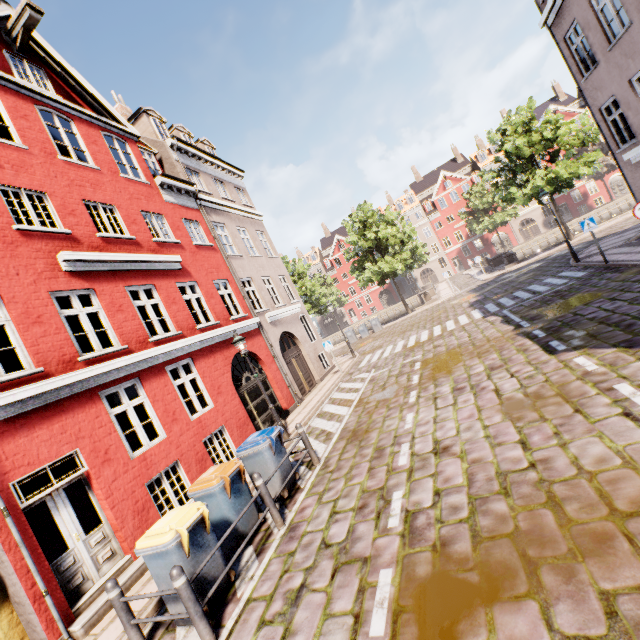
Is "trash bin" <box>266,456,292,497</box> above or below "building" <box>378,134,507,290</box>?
below

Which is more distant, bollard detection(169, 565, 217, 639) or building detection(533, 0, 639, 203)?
building detection(533, 0, 639, 203)

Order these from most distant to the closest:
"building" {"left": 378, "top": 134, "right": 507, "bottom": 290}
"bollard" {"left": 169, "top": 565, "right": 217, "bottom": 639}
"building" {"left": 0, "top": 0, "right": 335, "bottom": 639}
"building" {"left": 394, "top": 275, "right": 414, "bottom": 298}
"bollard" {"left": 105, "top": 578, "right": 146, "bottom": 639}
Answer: "building" {"left": 394, "top": 275, "right": 414, "bottom": 298} < "building" {"left": 378, "top": 134, "right": 507, "bottom": 290} < "building" {"left": 0, "top": 0, "right": 335, "bottom": 639} < "bollard" {"left": 105, "top": 578, "right": 146, "bottom": 639} < "bollard" {"left": 169, "top": 565, "right": 217, "bottom": 639}

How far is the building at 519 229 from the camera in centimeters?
4819cm

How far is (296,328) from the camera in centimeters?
1781cm

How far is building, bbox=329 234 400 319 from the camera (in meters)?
57.57

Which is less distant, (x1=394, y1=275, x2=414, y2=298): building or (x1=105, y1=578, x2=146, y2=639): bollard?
(x1=105, y1=578, x2=146, y2=639): bollard

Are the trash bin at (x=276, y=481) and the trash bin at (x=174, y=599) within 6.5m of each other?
yes
